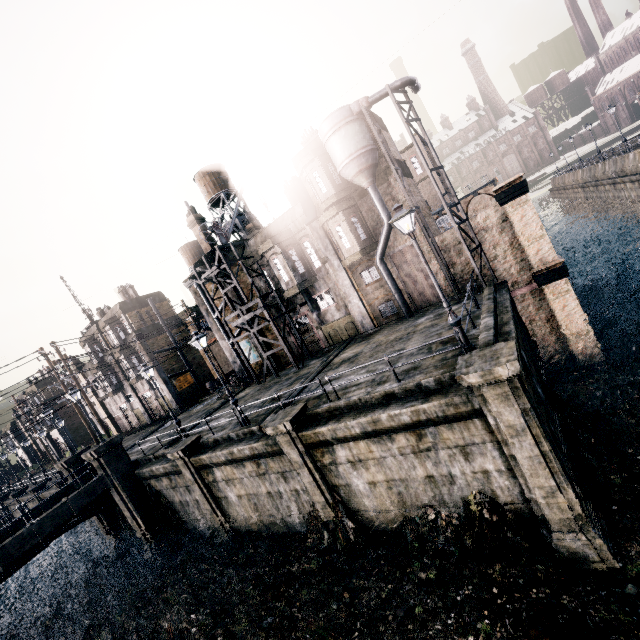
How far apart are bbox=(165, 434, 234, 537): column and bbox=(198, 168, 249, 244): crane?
15.15m

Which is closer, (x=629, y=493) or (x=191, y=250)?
(x=629, y=493)

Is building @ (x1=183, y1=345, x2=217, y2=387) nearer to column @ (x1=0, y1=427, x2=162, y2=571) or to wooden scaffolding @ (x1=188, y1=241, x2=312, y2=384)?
column @ (x1=0, y1=427, x2=162, y2=571)

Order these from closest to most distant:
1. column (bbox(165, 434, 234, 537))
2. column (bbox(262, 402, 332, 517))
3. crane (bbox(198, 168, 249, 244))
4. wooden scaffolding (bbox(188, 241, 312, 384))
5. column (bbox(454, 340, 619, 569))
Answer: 1. column (bbox(454, 340, 619, 569))
2. column (bbox(262, 402, 332, 517))
3. column (bbox(165, 434, 234, 537))
4. wooden scaffolding (bbox(188, 241, 312, 384))
5. crane (bbox(198, 168, 249, 244))

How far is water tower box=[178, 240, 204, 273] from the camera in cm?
5500

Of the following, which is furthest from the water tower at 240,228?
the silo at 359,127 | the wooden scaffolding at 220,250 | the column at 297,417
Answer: the column at 297,417

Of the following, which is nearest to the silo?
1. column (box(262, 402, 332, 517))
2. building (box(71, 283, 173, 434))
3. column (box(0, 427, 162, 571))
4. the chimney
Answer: column (box(262, 402, 332, 517))

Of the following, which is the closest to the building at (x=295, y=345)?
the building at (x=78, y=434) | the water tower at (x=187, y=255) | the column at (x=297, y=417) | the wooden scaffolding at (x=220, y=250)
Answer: the wooden scaffolding at (x=220, y=250)
